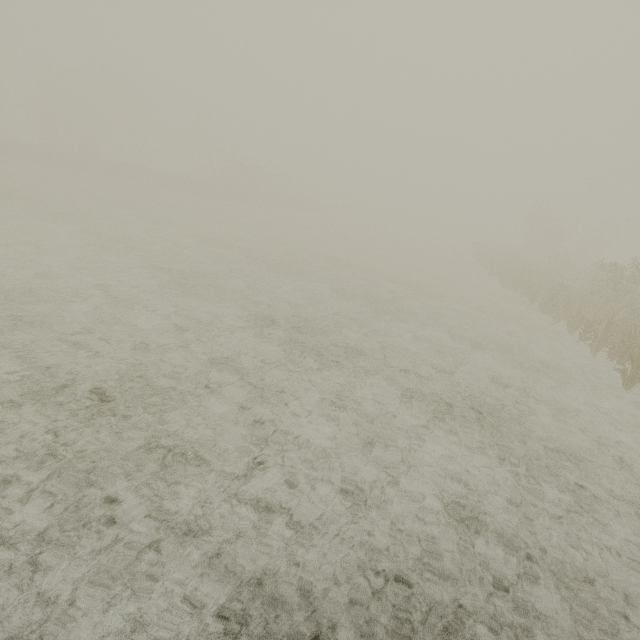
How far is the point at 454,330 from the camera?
12.02m
